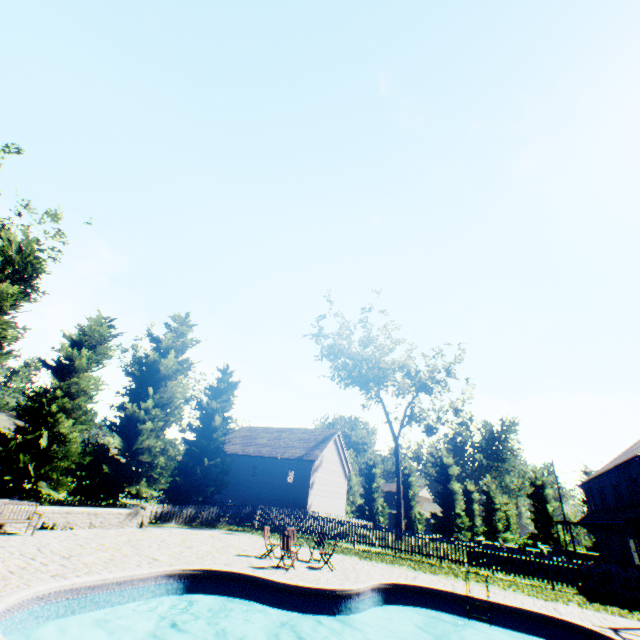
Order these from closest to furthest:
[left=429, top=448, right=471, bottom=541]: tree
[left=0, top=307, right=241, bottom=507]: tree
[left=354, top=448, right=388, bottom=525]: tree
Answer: [left=0, top=307, right=241, bottom=507]: tree, [left=429, top=448, right=471, bottom=541]: tree, [left=354, top=448, right=388, bottom=525]: tree

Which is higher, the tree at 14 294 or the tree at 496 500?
the tree at 14 294

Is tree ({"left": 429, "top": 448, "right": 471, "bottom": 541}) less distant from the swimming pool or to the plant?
the plant

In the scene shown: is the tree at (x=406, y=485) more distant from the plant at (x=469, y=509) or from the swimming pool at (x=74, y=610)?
the swimming pool at (x=74, y=610)

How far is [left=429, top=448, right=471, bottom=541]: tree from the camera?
41.78m

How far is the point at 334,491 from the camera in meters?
38.9 m

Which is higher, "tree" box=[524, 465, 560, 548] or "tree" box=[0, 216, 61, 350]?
→ "tree" box=[0, 216, 61, 350]
